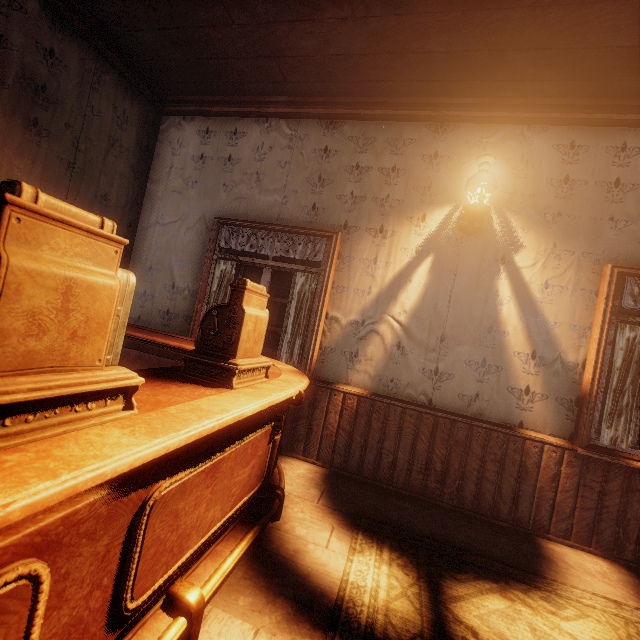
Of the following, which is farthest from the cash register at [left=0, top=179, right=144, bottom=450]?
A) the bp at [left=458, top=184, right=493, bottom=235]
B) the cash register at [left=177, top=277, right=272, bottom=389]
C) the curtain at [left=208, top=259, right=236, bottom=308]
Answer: the bp at [left=458, top=184, right=493, bottom=235]

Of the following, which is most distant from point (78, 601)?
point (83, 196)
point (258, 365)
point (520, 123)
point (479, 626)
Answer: point (520, 123)

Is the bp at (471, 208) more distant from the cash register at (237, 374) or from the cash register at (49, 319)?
the cash register at (49, 319)

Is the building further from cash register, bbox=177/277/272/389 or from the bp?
cash register, bbox=177/277/272/389

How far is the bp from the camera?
2.91m

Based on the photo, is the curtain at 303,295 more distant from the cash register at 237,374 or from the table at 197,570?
the cash register at 237,374

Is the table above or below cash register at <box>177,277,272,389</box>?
below

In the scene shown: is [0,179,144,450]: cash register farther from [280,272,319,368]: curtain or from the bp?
the bp
